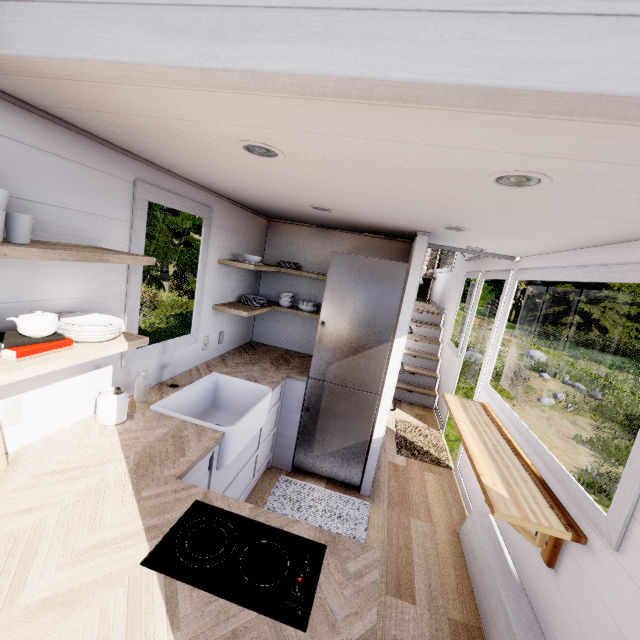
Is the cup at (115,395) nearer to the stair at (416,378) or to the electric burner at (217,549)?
the electric burner at (217,549)

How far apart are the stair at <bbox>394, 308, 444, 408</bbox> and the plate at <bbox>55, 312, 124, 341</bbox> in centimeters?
484cm

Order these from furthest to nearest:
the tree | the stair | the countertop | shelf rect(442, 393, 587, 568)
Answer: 1. the tree
2. the stair
3. shelf rect(442, 393, 587, 568)
4. the countertop

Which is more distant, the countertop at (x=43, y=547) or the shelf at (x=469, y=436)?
the shelf at (x=469, y=436)

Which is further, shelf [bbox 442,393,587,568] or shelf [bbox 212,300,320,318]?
shelf [bbox 212,300,320,318]

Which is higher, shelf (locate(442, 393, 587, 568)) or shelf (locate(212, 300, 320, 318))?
shelf (locate(212, 300, 320, 318))

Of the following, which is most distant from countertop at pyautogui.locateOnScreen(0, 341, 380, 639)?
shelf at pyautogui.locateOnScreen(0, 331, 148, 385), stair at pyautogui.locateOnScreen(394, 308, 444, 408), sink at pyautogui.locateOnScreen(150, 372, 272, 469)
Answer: stair at pyautogui.locateOnScreen(394, 308, 444, 408)

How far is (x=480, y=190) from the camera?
1.4 meters
